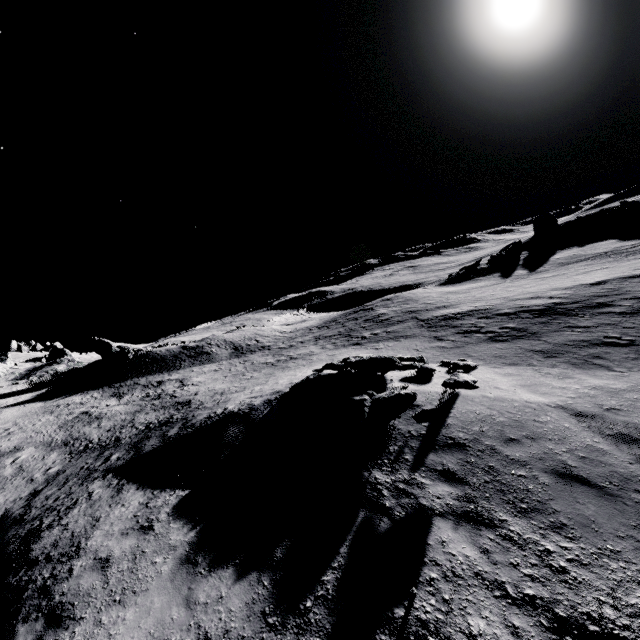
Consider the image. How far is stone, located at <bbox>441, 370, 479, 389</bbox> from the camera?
8.6 meters

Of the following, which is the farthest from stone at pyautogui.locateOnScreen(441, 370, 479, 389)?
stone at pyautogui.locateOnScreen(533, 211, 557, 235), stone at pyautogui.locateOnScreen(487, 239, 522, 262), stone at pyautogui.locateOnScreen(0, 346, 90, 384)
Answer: stone at pyautogui.locateOnScreen(533, 211, 557, 235)

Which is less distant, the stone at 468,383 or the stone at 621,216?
the stone at 468,383

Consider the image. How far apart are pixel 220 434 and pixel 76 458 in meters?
10.4

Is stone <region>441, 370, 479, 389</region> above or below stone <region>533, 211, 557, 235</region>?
below

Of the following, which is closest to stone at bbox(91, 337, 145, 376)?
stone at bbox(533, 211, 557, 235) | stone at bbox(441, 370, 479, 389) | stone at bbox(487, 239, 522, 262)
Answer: stone at bbox(441, 370, 479, 389)

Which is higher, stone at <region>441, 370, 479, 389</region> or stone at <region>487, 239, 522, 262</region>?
stone at <region>487, 239, 522, 262</region>

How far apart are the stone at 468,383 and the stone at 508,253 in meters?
40.5
